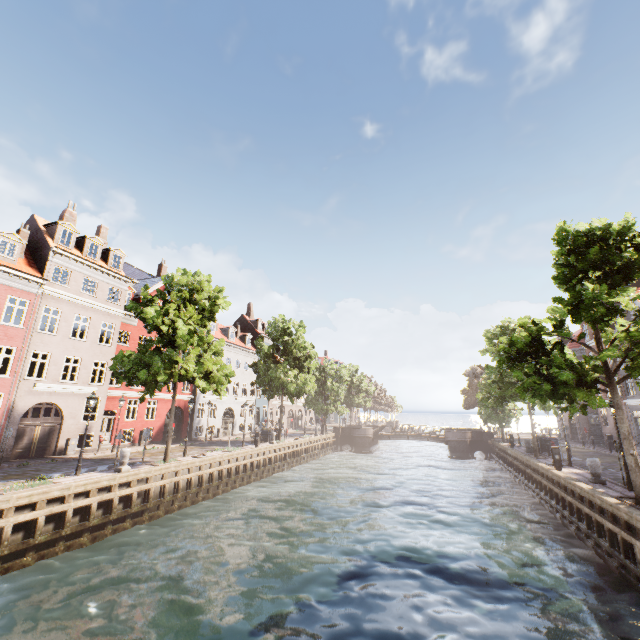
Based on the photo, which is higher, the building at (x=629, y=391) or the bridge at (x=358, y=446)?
the building at (x=629, y=391)

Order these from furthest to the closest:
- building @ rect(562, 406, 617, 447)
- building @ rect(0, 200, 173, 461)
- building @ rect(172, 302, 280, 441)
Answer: building @ rect(172, 302, 280, 441) → building @ rect(562, 406, 617, 447) → building @ rect(0, 200, 173, 461)

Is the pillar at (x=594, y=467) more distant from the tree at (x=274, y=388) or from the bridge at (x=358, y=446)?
the bridge at (x=358, y=446)

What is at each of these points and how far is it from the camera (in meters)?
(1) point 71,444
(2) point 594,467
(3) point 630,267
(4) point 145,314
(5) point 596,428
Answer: (1) electrical box, 21.33
(2) pillar, 15.18
(3) tree, 12.79
(4) tree, 17.72
(5) building, 36.75

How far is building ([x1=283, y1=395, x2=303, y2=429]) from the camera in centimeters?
5289cm

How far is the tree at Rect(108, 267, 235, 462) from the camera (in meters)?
17.56

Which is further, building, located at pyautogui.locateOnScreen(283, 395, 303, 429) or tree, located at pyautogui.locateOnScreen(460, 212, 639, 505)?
building, located at pyautogui.locateOnScreen(283, 395, 303, 429)

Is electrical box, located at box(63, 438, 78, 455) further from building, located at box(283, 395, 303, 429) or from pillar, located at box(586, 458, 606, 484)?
building, located at box(283, 395, 303, 429)
